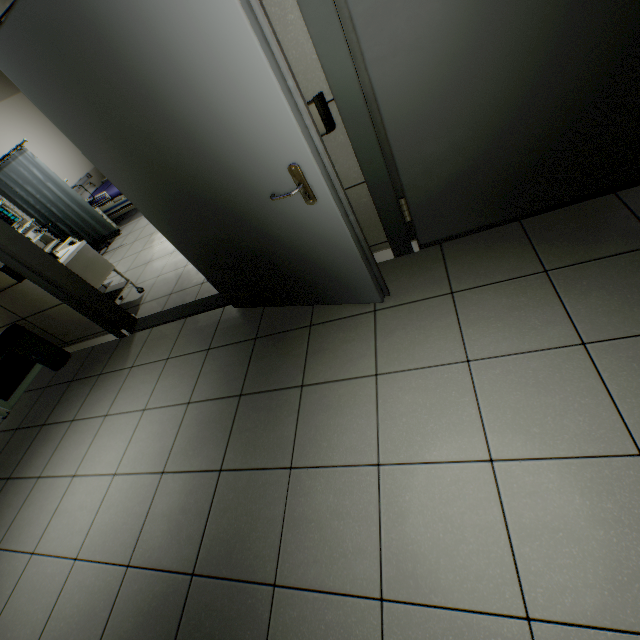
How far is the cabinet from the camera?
3.5m

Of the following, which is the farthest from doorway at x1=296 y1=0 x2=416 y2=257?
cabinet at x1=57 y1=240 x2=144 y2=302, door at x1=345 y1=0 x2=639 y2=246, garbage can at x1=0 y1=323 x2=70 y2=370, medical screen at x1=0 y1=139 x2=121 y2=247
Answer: medical screen at x1=0 y1=139 x2=121 y2=247

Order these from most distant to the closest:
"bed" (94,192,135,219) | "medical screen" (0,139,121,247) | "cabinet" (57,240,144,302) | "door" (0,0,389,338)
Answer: "bed" (94,192,135,219)
"medical screen" (0,139,121,247)
"cabinet" (57,240,144,302)
"door" (0,0,389,338)

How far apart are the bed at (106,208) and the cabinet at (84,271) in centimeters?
298cm

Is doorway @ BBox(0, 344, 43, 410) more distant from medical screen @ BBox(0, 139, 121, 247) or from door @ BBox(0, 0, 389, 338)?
medical screen @ BBox(0, 139, 121, 247)

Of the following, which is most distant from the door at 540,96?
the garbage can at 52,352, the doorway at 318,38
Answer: the garbage can at 52,352

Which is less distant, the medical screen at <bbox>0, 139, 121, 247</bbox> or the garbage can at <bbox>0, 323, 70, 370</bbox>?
the garbage can at <bbox>0, 323, 70, 370</bbox>

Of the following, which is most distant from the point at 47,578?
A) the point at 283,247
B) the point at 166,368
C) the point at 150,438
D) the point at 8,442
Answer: the point at 283,247
